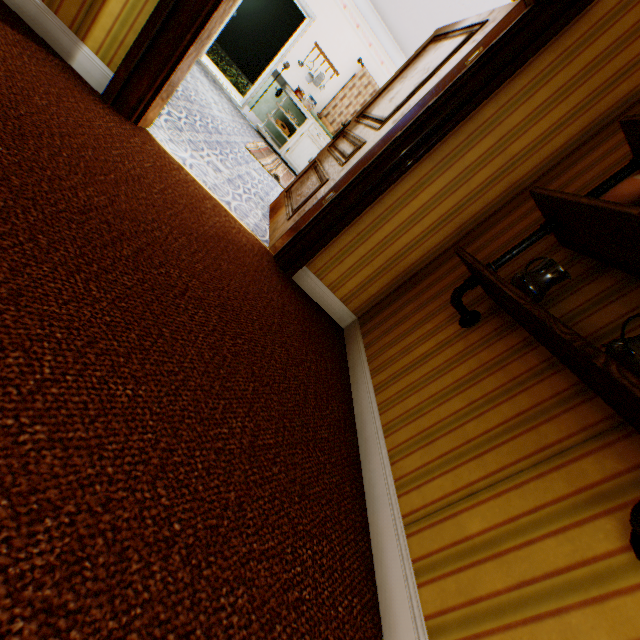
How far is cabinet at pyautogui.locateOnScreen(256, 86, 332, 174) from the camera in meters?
6.6

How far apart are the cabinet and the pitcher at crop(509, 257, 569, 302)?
6.4m

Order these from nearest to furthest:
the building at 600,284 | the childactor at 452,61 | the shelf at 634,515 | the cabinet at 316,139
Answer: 1. the shelf at 634,515
2. the building at 600,284
3. the childactor at 452,61
4. the cabinet at 316,139

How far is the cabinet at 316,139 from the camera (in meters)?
6.62

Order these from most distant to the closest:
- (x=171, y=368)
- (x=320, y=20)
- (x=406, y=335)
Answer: (x=320, y=20), (x=406, y=335), (x=171, y=368)

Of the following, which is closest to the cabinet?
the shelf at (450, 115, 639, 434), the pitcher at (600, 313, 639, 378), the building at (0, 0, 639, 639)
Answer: the building at (0, 0, 639, 639)

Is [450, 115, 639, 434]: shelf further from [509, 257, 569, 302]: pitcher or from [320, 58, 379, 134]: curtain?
[320, 58, 379, 134]: curtain

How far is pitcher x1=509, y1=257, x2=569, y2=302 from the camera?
1.33m
